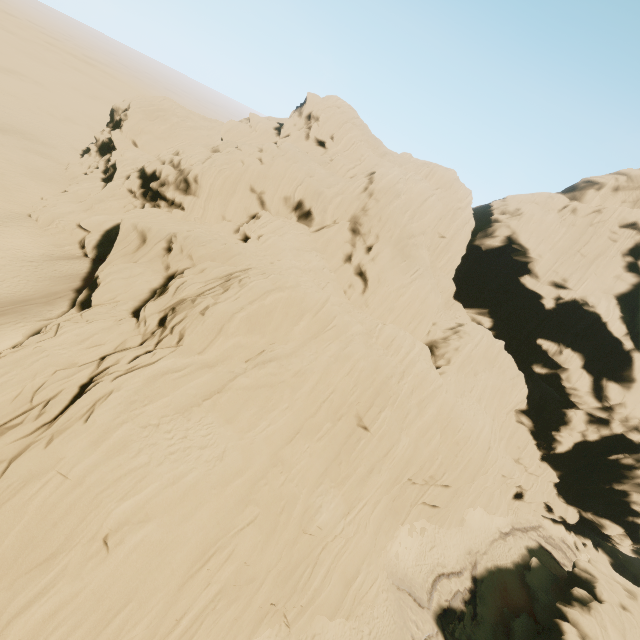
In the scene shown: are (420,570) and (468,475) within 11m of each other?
yes
